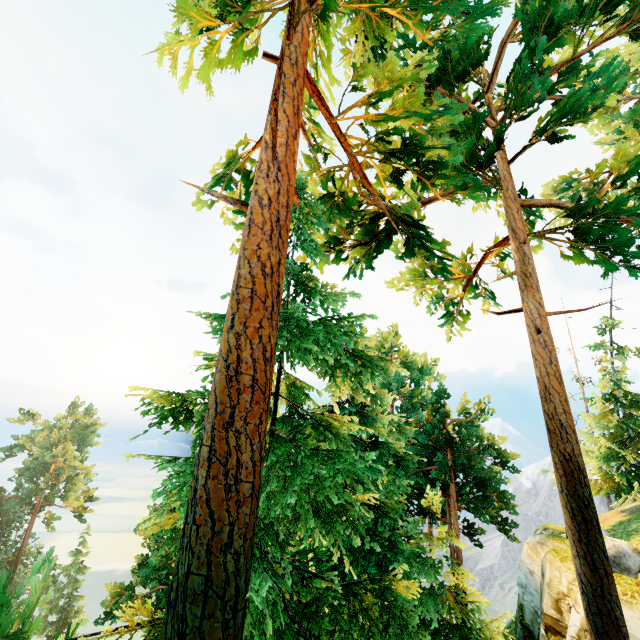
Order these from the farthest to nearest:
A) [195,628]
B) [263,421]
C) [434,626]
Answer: [434,626]
[263,421]
[195,628]

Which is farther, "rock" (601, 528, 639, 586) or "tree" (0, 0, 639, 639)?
"rock" (601, 528, 639, 586)

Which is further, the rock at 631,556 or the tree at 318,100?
the rock at 631,556
